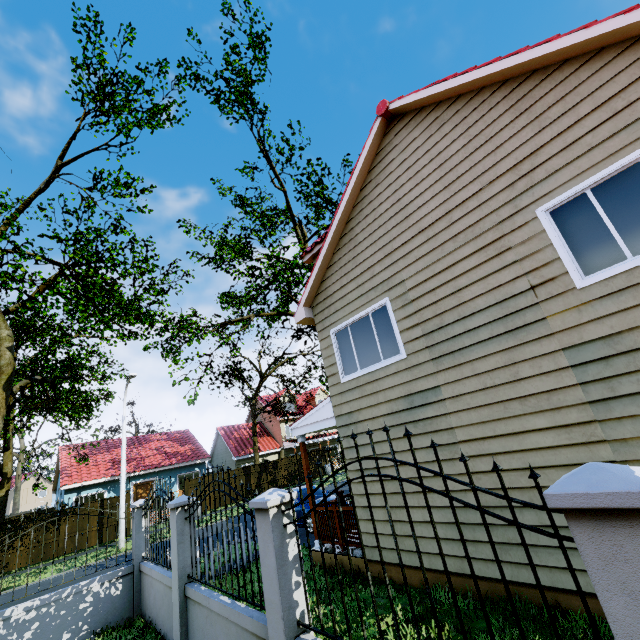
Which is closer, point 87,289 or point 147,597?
point 147,597

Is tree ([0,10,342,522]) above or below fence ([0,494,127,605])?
above

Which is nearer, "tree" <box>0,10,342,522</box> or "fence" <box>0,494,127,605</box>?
"fence" <box>0,494,127,605</box>

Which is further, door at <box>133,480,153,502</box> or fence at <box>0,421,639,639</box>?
door at <box>133,480,153,502</box>

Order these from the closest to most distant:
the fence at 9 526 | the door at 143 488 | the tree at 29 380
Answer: the fence at 9 526, the tree at 29 380, the door at 143 488

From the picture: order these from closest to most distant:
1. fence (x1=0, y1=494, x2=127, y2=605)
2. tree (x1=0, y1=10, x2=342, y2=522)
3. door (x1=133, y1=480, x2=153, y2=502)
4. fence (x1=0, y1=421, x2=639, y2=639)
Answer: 1. fence (x1=0, y1=421, x2=639, y2=639)
2. fence (x1=0, y1=494, x2=127, y2=605)
3. tree (x1=0, y1=10, x2=342, y2=522)
4. door (x1=133, y1=480, x2=153, y2=502)

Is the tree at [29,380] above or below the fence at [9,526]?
above
